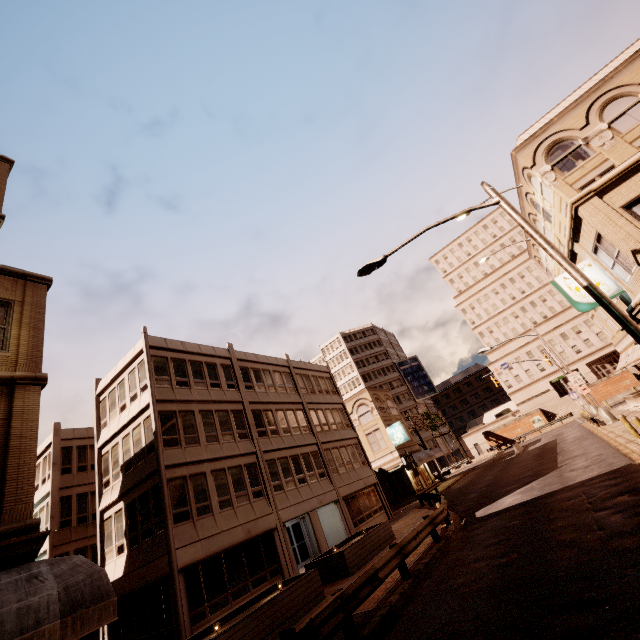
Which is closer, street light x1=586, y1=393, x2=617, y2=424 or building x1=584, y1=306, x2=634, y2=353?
street light x1=586, y1=393, x2=617, y2=424

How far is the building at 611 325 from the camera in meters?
28.4

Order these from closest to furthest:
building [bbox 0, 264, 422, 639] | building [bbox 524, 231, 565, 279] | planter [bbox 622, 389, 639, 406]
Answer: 1. building [bbox 0, 264, 422, 639]
2. planter [bbox 622, 389, 639, 406]
3. building [bbox 524, 231, 565, 279]

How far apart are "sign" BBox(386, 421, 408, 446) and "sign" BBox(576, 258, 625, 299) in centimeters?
2728cm

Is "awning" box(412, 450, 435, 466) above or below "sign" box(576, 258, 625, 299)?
below

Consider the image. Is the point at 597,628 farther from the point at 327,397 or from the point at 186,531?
the point at 327,397

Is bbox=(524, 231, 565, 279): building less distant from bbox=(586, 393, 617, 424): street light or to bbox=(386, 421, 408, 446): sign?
bbox=(586, 393, 617, 424): street light
